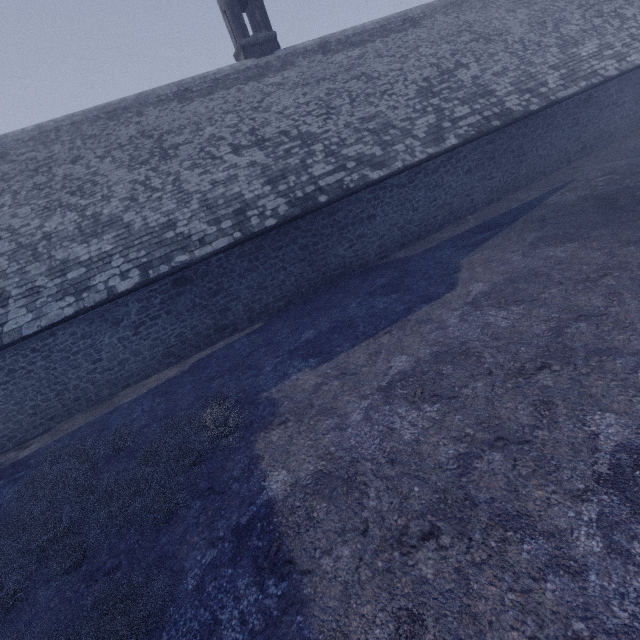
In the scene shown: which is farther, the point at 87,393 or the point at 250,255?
the point at 250,255
